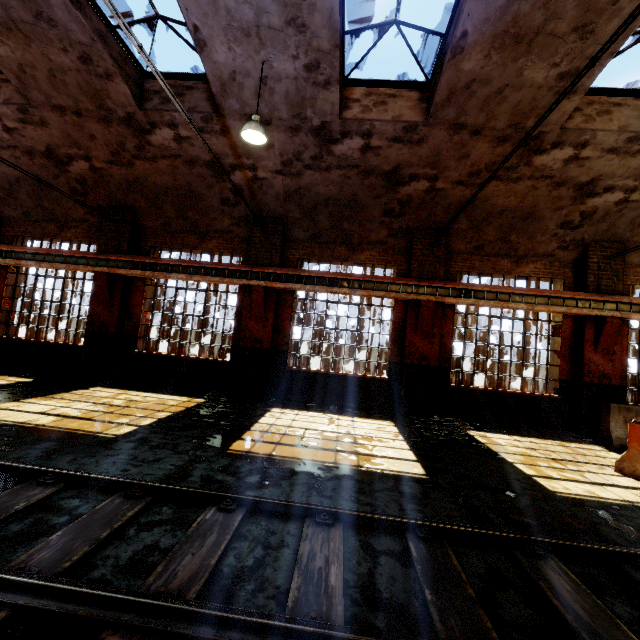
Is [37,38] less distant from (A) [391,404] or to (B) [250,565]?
(B) [250,565]

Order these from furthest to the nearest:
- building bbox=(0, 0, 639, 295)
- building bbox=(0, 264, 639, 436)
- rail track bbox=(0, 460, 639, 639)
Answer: building bbox=(0, 264, 639, 436) < building bbox=(0, 0, 639, 295) < rail track bbox=(0, 460, 639, 639)

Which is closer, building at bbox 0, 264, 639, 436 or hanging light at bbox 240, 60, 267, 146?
hanging light at bbox 240, 60, 267, 146

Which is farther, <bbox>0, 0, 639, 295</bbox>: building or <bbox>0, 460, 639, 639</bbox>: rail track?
<bbox>0, 0, 639, 295</bbox>: building

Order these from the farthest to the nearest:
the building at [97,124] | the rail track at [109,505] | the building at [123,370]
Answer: A: the building at [123,370] → the building at [97,124] → the rail track at [109,505]

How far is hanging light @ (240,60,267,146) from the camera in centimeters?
627cm

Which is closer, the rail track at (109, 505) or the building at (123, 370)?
the rail track at (109, 505)
